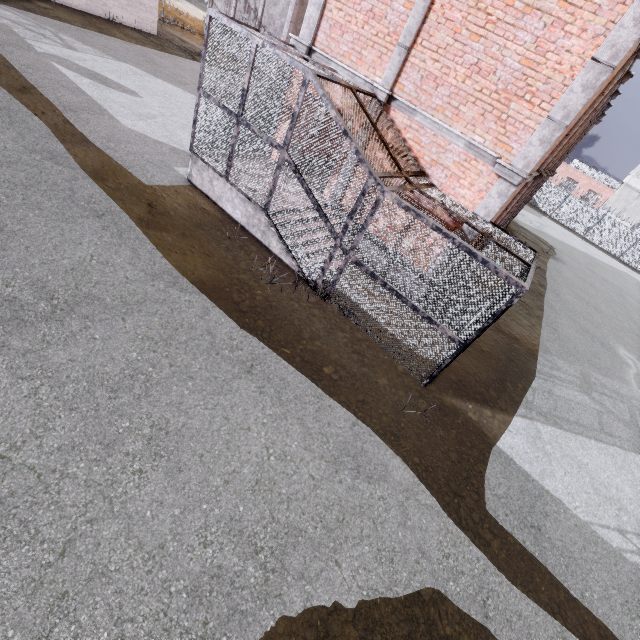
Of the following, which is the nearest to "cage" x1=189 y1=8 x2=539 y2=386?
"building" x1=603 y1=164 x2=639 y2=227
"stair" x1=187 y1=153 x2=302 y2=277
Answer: "stair" x1=187 y1=153 x2=302 y2=277

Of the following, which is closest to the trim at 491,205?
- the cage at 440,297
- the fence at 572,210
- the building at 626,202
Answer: the cage at 440,297

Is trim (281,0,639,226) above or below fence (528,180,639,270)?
above

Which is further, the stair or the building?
the building

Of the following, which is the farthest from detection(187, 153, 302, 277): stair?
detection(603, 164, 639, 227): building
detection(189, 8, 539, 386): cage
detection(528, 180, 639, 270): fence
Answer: detection(603, 164, 639, 227): building

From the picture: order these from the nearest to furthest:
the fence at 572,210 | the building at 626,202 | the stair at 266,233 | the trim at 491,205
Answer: the trim at 491,205 → the stair at 266,233 → the fence at 572,210 → the building at 626,202

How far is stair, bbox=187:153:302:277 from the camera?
8.1 meters

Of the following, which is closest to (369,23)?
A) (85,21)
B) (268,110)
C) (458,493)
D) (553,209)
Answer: (268,110)
